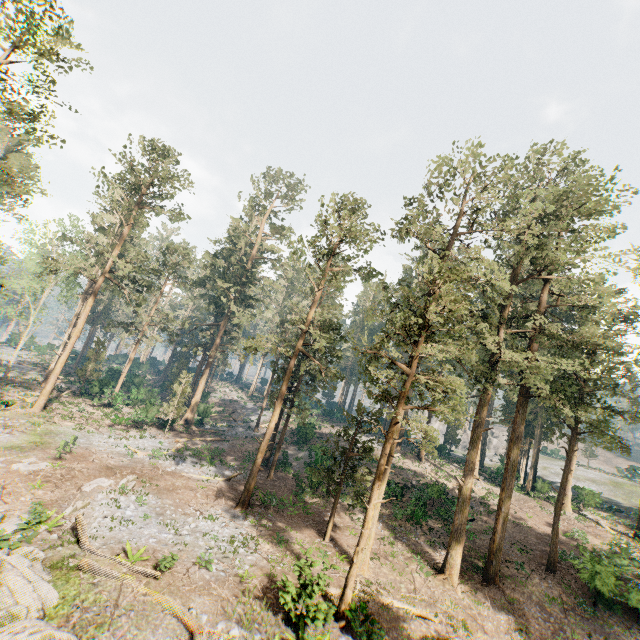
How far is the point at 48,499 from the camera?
17.7 meters

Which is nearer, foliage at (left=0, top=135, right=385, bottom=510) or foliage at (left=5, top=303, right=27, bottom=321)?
foliage at (left=0, top=135, right=385, bottom=510)

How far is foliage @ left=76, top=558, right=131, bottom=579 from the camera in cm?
1337

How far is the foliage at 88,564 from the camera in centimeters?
1337cm
